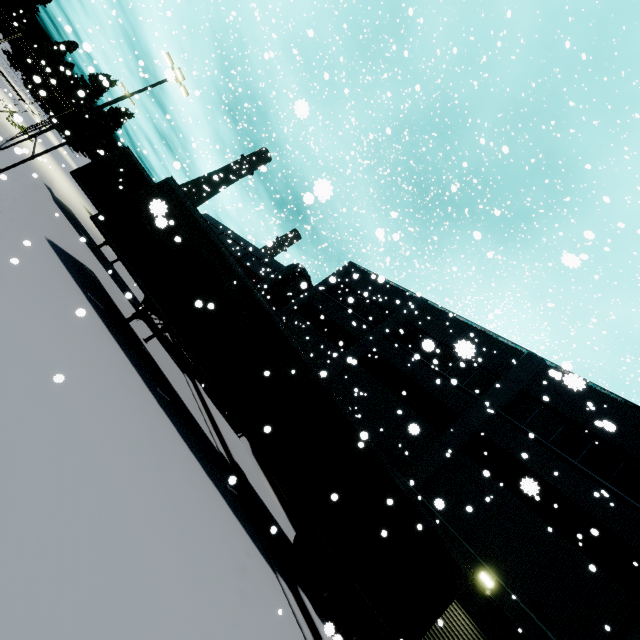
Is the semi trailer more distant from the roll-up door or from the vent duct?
the vent duct

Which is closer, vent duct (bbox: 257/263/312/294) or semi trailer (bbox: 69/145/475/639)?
semi trailer (bbox: 69/145/475/639)

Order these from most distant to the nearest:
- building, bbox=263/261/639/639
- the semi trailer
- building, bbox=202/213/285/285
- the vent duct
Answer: building, bbox=202/213/285/285
the vent duct
building, bbox=263/261/639/639
the semi trailer

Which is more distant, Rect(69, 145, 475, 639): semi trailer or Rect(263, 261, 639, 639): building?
Rect(263, 261, 639, 639): building

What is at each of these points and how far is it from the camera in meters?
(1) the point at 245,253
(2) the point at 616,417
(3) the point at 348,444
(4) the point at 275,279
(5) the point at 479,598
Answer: (1) building, 36.7 m
(2) building, 14.6 m
(3) semi trailer, 9.4 m
(4) vent duct, 28.7 m
(5) roll-up door, 12.0 m

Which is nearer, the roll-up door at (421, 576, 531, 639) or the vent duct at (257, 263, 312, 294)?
the roll-up door at (421, 576, 531, 639)

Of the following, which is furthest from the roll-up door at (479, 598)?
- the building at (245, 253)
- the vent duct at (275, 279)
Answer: the vent duct at (275, 279)

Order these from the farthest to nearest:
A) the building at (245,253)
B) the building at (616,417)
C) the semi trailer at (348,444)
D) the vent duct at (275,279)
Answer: the building at (245,253) < the vent duct at (275,279) < the building at (616,417) < the semi trailer at (348,444)
